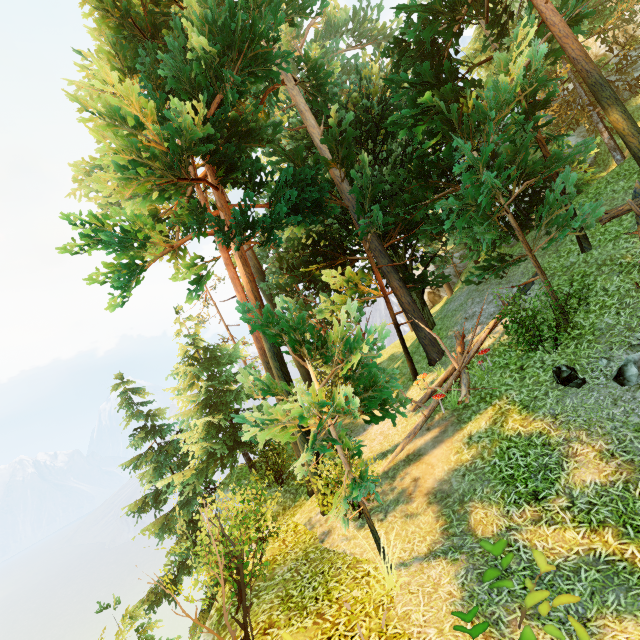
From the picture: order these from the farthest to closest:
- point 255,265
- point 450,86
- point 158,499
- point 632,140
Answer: point 255,265 < point 158,499 < point 450,86 < point 632,140

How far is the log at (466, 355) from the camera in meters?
9.5

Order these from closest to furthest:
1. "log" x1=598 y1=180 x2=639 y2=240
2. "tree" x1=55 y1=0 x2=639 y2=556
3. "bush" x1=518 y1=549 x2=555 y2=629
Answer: "bush" x1=518 y1=549 x2=555 y2=629 → "tree" x1=55 y1=0 x2=639 y2=556 → "log" x1=598 y1=180 x2=639 y2=240

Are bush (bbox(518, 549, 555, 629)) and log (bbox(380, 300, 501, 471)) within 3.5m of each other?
no

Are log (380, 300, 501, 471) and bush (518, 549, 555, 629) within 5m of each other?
no

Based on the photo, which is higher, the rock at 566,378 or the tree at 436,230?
the tree at 436,230

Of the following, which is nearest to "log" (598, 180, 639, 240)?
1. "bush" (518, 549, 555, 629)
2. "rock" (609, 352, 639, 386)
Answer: "rock" (609, 352, 639, 386)

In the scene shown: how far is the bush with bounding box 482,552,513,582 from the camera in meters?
1.9
